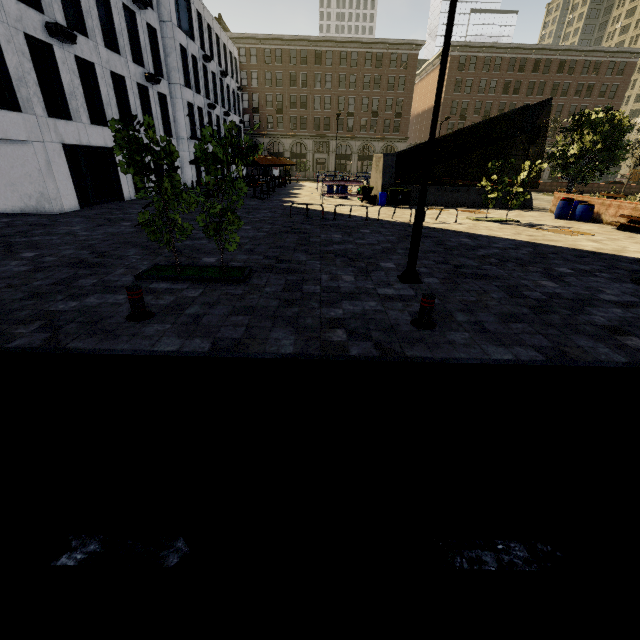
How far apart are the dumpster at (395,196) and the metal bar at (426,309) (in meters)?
17.36

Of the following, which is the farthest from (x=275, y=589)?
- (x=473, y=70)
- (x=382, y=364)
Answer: (x=473, y=70)

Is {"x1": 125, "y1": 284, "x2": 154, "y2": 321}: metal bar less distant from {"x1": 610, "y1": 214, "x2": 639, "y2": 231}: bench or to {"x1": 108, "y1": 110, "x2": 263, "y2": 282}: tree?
{"x1": 108, "y1": 110, "x2": 263, "y2": 282}: tree

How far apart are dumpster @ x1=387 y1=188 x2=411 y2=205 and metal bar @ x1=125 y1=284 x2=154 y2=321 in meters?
18.8 m

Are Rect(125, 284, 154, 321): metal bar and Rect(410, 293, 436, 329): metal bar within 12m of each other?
yes

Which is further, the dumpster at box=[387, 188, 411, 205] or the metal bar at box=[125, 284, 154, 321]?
the dumpster at box=[387, 188, 411, 205]

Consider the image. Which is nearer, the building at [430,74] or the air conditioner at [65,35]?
the air conditioner at [65,35]

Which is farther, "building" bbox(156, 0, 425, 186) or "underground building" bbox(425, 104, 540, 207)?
"building" bbox(156, 0, 425, 186)
